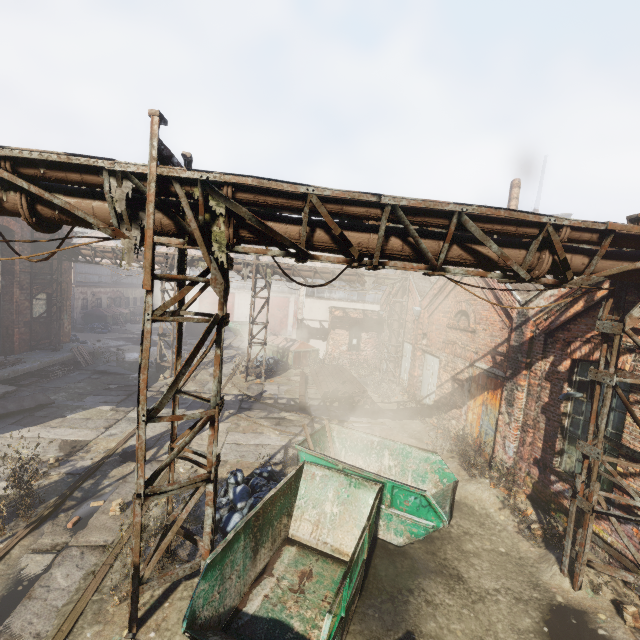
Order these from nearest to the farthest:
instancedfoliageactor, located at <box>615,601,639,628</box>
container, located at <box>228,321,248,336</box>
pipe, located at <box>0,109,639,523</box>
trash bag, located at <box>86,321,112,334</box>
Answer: pipe, located at <box>0,109,639,523</box> → instancedfoliageactor, located at <box>615,601,639,628</box> → trash bag, located at <box>86,321,112,334</box> → container, located at <box>228,321,248,336</box>

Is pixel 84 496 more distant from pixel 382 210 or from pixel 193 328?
pixel 193 328

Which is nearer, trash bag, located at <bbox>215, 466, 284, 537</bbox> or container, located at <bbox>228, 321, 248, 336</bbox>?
trash bag, located at <bbox>215, 466, 284, 537</bbox>

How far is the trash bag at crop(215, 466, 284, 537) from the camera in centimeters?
651cm

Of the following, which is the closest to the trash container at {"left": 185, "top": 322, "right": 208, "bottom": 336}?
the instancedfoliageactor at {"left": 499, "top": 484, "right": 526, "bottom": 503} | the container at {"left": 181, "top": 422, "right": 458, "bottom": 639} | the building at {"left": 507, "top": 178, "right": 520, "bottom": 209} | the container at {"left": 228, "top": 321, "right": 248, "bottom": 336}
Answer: the container at {"left": 228, "top": 321, "right": 248, "bottom": 336}

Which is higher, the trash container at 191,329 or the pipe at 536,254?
the pipe at 536,254

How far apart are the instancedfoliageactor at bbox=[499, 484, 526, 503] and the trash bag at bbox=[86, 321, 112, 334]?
30.1 meters

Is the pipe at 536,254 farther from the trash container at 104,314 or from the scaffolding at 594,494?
the trash container at 104,314
